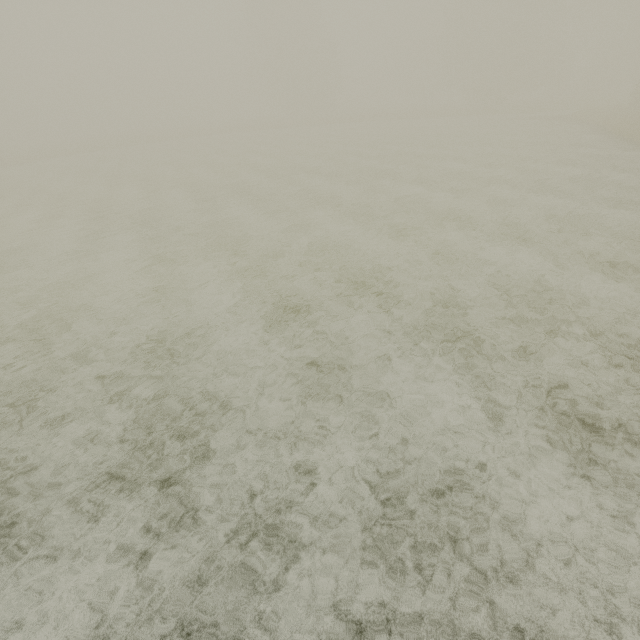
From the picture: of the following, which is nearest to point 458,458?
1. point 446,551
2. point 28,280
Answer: point 446,551
